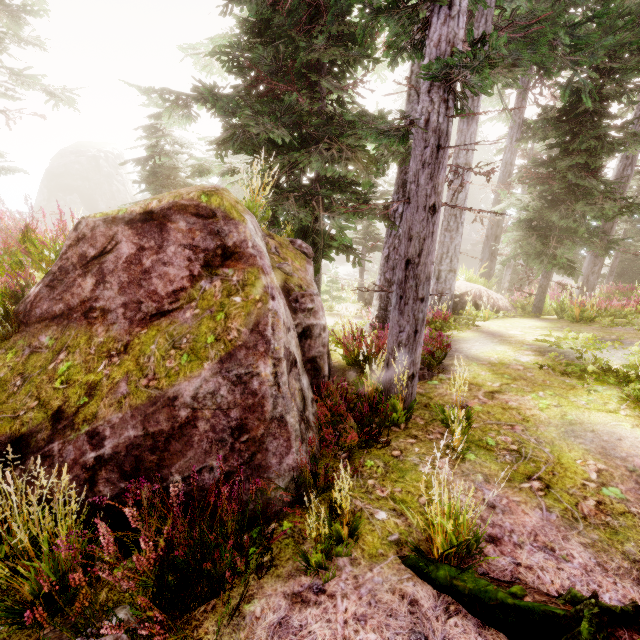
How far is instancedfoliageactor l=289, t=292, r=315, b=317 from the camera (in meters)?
5.60

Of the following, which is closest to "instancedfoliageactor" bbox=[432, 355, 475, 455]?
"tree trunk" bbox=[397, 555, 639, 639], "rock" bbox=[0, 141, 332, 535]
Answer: "rock" bbox=[0, 141, 332, 535]

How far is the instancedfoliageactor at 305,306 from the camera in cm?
560

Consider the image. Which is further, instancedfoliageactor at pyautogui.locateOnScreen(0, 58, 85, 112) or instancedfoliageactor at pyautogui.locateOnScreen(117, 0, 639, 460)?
instancedfoliageactor at pyautogui.locateOnScreen(0, 58, 85, 112)

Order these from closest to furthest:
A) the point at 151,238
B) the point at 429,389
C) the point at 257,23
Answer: the point at 151,238 < the point at 429,389 < the point at 257,23

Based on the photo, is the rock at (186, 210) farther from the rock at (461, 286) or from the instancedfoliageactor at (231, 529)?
the rock at (461, 286)
